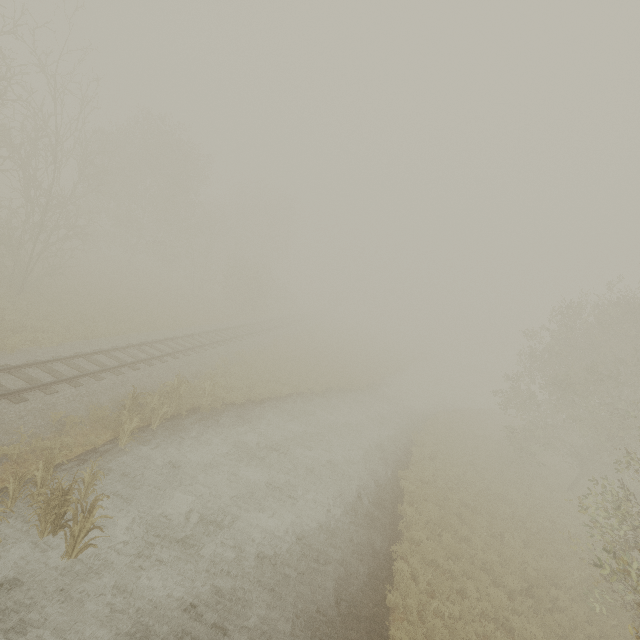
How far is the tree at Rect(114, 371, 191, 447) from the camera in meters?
11.2 m

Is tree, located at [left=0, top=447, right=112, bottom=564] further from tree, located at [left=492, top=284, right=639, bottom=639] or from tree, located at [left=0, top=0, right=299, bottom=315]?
tree, located at [left=0, top=0, right=299, bottom=315]

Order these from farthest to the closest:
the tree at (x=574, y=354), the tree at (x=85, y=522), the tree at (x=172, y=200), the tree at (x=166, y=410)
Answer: the tree at (x=172, y=200) → the tree at (x=166, y=410) → the tree at (x=574, y=354) → the tree at (x=85, y=522)

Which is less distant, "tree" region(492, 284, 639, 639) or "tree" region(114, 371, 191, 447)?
"tree" region(492, 284, 639, 639)

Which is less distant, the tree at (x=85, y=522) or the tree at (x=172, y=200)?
the tree at (x=85, y=522)

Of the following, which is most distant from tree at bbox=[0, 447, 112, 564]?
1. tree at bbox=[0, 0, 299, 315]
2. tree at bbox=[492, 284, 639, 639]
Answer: tree at bbox=[0, 0, 299, 315]

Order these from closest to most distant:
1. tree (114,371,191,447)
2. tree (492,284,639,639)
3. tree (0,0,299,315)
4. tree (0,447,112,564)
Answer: tree (0,447,112,564) < tree (492,284,639,639) < tree (114,371,191,447) < tree (0,0,299,315)

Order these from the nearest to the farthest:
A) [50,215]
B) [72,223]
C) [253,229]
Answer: [50,215] → [72,223] → [253,229]
